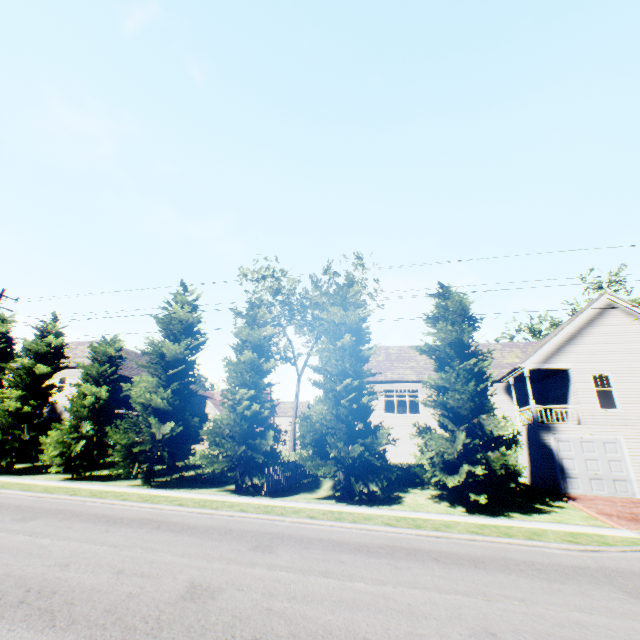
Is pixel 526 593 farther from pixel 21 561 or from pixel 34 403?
pixel 34 403

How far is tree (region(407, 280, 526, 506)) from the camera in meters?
13.4 m

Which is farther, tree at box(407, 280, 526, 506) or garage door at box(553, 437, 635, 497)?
garage door at box(553, 437, 635, 497)

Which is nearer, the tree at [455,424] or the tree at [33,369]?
the tree at [455,424]

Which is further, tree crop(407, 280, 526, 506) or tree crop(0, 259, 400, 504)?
tree crop(0, 259, 400, 504)

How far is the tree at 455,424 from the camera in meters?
13.4 m

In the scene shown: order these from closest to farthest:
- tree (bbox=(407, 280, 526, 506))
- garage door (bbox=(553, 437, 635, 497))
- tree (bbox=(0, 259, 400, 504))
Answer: tree (bbox=(407, 280, 526, 506)) → tree (bbox=(0, 259, 400, 504)) → garage door (bbox=(553, 437, 635, 497))
